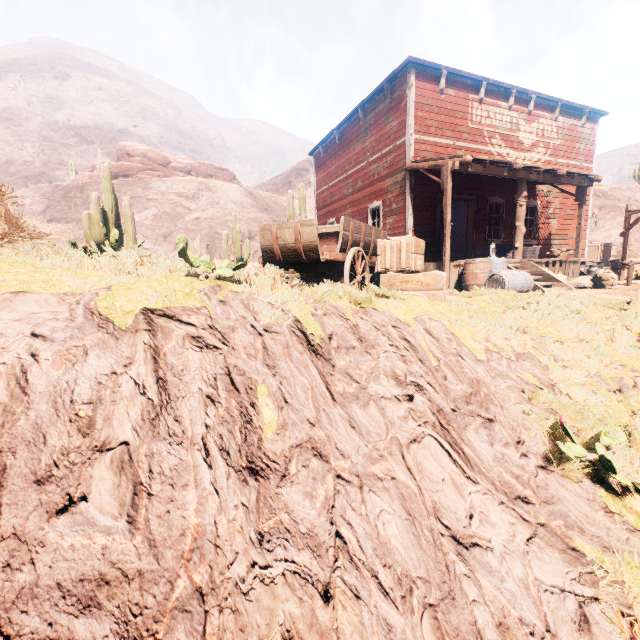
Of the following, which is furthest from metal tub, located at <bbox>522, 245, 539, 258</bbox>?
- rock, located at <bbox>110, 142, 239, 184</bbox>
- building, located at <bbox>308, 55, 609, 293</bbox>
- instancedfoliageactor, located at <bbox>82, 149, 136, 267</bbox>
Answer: rock, located at <bbox>110, 142, 239, 184</bbox>

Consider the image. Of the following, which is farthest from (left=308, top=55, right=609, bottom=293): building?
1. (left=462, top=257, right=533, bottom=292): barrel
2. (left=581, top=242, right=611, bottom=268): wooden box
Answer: (left=581, top=242, right=611, bottom=268): wooden box

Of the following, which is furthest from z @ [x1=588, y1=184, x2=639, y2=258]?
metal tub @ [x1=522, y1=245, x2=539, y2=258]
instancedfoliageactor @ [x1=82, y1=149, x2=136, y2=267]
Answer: metal tub @ [x1=522, y1=245, x2=539, y2=258]

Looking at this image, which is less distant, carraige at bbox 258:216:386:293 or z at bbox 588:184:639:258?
carraige at bbox 258:216:386:293

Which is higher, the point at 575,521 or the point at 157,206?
the point at 157,206

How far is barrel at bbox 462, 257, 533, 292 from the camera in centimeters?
782cm

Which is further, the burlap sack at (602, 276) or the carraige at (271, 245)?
the burlap sack at (602, 276)

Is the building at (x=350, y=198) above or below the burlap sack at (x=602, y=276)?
above
